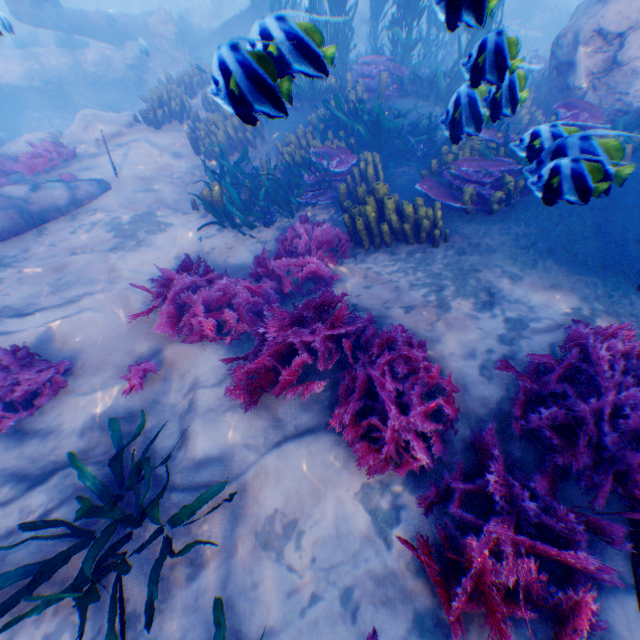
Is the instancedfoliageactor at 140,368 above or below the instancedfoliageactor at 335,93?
below

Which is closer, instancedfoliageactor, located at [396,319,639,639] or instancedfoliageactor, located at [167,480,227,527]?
instancedfoliageactor, located at [396,319,639,639]

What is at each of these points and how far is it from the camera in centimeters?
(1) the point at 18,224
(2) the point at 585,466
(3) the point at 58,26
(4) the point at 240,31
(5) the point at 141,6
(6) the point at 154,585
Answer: (1) plane, 615cm
(2) instancedfoliageactor, 226cm
(3) plane, 1375cm
(4) plane, 1585cm
(5) instancedfoliageactor, 2545cm
(6) instancedfoliageactor, 244cm

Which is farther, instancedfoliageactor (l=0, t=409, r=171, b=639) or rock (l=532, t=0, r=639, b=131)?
rock (l=532, t=0, r=639, b=131)

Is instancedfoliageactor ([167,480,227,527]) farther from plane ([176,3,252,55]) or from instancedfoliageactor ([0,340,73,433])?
plane ([176,3,252,55])

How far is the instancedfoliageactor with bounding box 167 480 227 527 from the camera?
2.8m

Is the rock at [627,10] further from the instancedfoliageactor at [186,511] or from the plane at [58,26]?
the instancedfoliageactor at [186,511]
